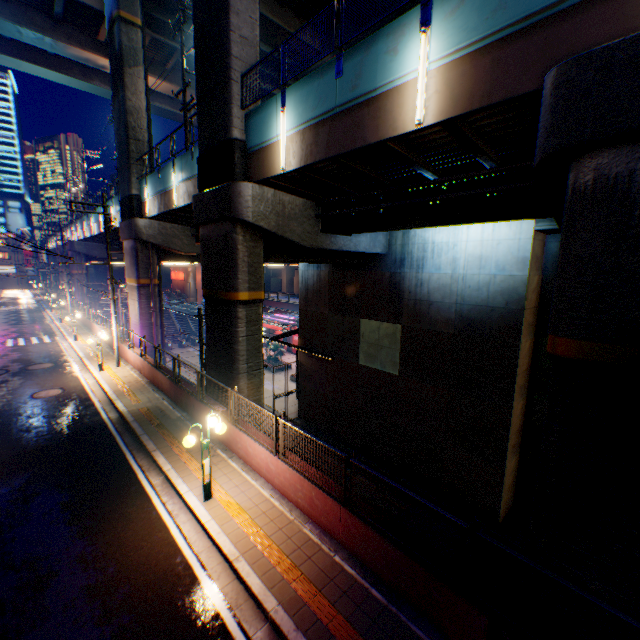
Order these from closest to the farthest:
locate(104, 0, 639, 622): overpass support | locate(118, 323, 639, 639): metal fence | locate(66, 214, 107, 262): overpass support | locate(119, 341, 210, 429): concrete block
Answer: locate(118, 323, 639, 639): metal fence < locate(104, 0, 639, 622): overpass support < locate(119, 341, 210, 429): concrete block < locate(66, 214, 107, 262): overpass support

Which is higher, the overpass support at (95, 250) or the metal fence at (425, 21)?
the metal fence at (425, 21)

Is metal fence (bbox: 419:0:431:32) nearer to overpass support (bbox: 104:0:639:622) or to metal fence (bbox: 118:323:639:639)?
overpass support (bbox: 104:0:639:622)

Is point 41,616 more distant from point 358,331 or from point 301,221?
point 358,331

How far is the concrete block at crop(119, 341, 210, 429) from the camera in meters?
12.3 m

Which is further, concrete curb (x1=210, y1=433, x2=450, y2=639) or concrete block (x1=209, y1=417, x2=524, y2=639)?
concrete curb (x1=210, y1=433, x2=450, y2=639)

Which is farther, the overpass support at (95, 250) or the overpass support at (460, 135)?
the overpass support at (95, 250)

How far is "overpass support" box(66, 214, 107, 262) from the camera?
35.2 meters
